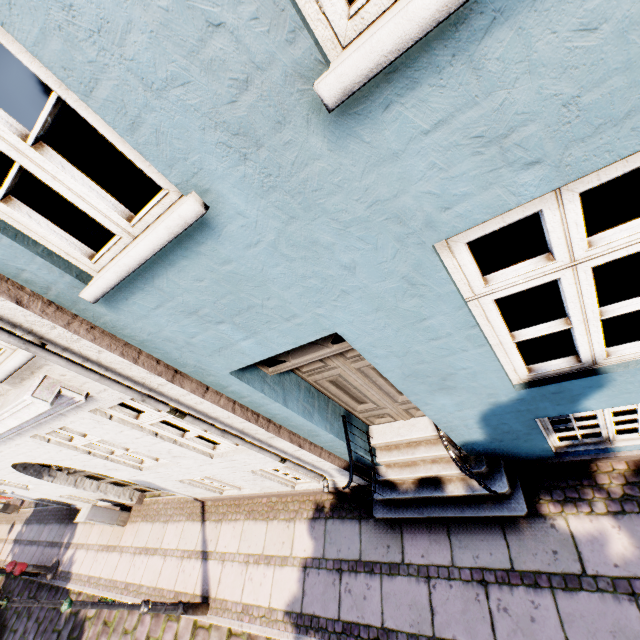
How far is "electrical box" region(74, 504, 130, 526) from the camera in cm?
812

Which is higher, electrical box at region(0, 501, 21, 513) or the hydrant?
the hydrant

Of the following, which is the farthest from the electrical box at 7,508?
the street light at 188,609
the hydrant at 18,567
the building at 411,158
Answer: the street light at 188,609

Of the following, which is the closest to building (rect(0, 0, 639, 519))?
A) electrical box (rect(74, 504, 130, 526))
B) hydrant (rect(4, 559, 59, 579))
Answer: electrical box (rect(74, 504, 130, 526))

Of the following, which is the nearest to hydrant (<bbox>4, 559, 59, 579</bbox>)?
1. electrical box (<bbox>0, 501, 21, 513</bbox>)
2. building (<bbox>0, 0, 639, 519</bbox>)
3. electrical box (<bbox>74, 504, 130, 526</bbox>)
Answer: building (<bbox>0, 0, 639, 519</bbox>)

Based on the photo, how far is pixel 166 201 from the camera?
1.7m

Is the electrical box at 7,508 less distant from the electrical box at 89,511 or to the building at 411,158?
the building at 411,158

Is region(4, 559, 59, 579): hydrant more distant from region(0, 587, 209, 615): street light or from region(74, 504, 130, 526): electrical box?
region(0, 587, 209, 615): street light
